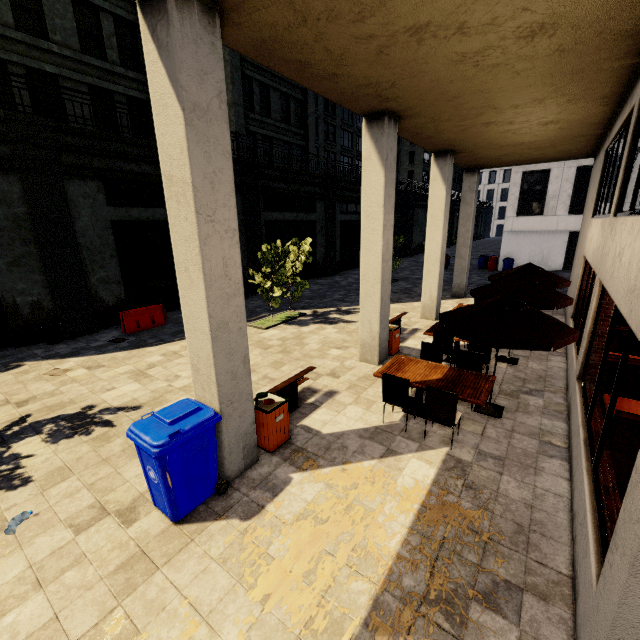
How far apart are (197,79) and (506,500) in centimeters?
646cm

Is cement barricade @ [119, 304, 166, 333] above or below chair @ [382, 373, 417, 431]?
below

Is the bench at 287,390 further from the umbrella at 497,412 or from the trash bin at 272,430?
the umbrella at 497,412

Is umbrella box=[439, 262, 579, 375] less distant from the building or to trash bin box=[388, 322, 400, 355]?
the building

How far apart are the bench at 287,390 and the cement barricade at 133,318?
7.68m

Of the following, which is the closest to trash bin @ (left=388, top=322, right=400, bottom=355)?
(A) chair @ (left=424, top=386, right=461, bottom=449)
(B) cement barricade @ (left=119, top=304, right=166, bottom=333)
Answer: (A) chair @ (left=424, top=386, right=461, bottom=449)

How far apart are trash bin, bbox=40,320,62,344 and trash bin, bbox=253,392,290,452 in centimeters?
932cm

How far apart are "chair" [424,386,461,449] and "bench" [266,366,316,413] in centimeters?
250cm
